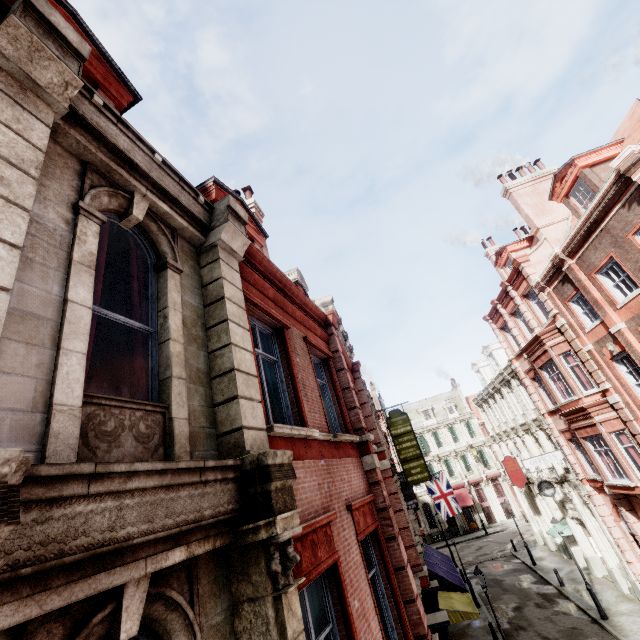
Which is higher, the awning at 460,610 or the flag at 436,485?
the flag at 436,485

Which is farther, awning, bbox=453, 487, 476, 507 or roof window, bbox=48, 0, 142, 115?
awning, bbox=453, 487, 476, 507

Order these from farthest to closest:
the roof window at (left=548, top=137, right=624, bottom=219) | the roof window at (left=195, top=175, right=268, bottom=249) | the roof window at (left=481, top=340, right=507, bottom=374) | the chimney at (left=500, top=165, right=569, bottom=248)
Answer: the roof window at (left=481, top=340, right=507, bottom=374) → the chimney at (left=500, top=165, right=569, bottom=248) → the roof window at (left=548, top=137, right=624, bottom=219) → the roof window at (left=195, top=175, right=268, bottom=249)

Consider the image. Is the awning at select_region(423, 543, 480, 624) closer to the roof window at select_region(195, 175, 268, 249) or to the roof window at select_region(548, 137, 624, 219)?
the roof window at select_region(195, 175, 268, 249)

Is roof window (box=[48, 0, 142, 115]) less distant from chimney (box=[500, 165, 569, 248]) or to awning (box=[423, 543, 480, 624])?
chimney (box=[500, 165, 569, 248])

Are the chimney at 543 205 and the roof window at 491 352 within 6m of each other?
no

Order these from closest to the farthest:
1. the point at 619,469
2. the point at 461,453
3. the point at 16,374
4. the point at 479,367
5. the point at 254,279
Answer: the point at 16,374 < the point at 254,279 < the point at 619,469 < the point at 479,367 < the point at 461,453

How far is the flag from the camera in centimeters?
2602cm
